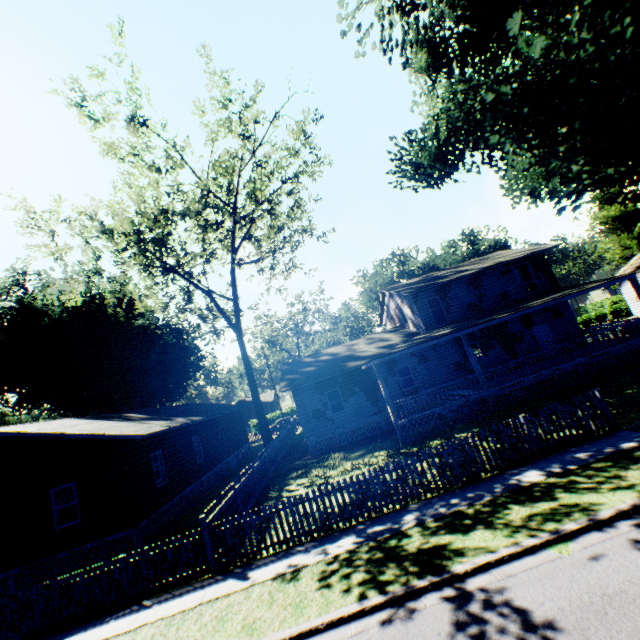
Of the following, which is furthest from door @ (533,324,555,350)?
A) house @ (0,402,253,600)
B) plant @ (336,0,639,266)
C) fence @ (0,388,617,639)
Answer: house @ (0,402,253,600)

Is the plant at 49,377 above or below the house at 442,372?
above

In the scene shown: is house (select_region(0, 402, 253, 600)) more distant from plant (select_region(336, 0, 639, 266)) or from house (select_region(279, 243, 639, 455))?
house (select_region(279, 243, 639, 455))

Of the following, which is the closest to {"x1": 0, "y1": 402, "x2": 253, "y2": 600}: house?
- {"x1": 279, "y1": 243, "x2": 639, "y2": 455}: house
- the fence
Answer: the fence

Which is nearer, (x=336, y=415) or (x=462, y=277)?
(x=336, y=415)

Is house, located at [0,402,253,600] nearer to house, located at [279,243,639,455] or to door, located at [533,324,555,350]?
house, located at [279,243,639,455]

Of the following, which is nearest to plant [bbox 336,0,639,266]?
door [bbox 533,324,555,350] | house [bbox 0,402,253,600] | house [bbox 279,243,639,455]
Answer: house [bbox 279,243,639,455]

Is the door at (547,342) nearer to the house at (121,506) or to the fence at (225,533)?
the fence at (225,533)
